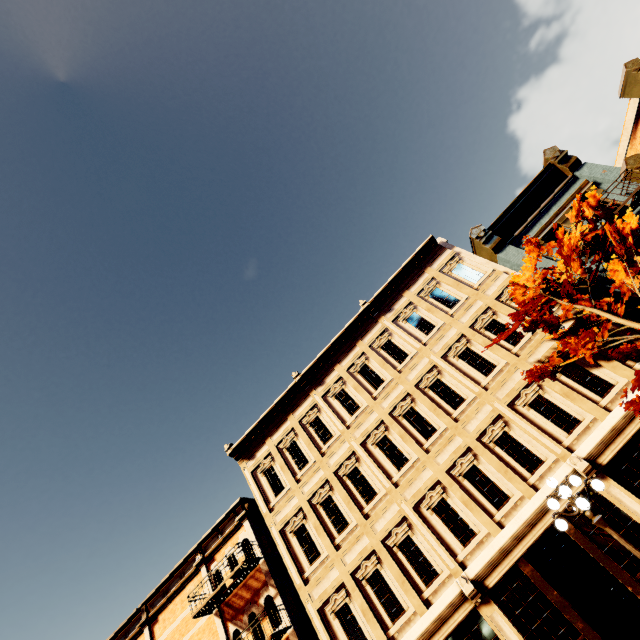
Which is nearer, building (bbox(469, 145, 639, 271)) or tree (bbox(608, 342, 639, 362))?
tree (bbox(608, 342, 639, 362))

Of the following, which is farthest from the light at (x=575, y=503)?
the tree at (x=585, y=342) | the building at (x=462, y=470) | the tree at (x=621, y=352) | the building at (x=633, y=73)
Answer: the building at (x=633, y=73)

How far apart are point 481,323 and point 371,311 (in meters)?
5.00

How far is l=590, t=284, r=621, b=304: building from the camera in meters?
11.0 m

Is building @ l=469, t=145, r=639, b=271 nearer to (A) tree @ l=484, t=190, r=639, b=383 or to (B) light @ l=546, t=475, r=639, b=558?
(A) tree @ l=484, t=190, r=639, b=383

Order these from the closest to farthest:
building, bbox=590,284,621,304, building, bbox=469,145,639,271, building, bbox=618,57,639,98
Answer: building, bbox=590,284,621,304, building, bbox=469,145,639,271, building, bbox=618,57,639,98

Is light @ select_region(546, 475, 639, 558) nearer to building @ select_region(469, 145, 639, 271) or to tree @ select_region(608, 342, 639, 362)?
tree @ select_region(608, 342, 639, 362)

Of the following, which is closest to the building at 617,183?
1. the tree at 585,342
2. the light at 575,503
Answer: the tree at 585,342
